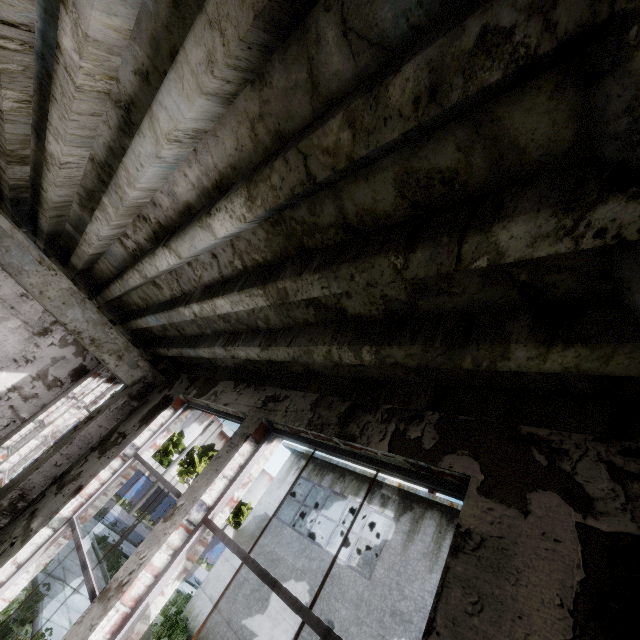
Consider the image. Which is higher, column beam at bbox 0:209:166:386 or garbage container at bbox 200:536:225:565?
column beam at bbox 0:209:166:386

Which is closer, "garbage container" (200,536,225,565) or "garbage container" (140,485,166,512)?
"garbage container" (140,485,166,512)

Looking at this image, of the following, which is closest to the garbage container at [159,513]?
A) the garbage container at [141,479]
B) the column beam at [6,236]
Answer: the garbage container at [141,479]

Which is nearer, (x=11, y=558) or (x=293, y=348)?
(x=293, y=348)

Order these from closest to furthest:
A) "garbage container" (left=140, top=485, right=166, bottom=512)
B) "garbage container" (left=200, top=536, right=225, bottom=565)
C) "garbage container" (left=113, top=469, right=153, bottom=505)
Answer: "garbage container" (left=113, top=469, right=153, bottom=505) → "garbage container" (left=140, top=485, right=166, bottom=512) → "garbage container" (left=200, top=536, right=225, bottom=565)

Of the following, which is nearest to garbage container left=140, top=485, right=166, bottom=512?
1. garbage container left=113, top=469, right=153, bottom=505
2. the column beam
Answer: garbage container left=113, top=469, right=153, bottom=505

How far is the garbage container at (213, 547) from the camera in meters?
31.1 m
